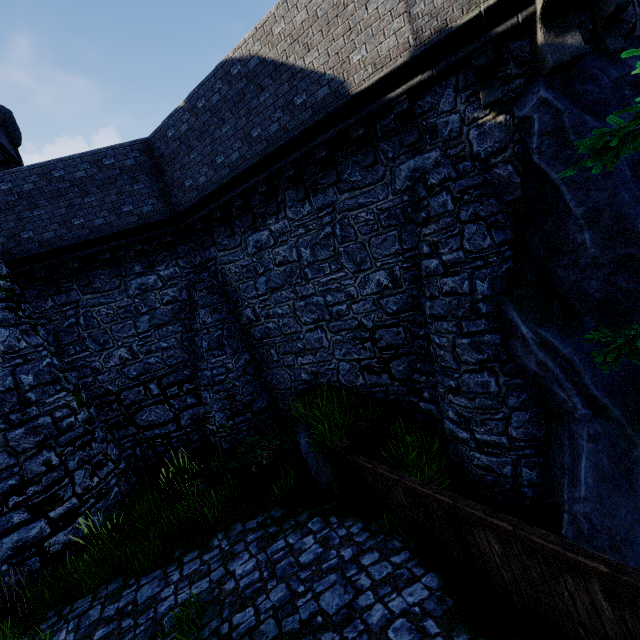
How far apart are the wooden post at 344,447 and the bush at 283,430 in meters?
2.0

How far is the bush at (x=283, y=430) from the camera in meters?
9.1 m

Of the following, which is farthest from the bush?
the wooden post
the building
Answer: the building

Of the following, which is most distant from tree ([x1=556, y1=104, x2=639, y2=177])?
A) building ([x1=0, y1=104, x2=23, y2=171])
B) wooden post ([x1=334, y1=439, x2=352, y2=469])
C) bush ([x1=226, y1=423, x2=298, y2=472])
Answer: building ([x1=0, y1=104, x2=23, y2=171])

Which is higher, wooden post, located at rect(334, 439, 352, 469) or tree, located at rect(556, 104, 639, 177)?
tree, located at rect(556, 104, 639, 177)

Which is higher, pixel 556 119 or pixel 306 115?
pixel 306 115

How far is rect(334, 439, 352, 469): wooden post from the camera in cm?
735

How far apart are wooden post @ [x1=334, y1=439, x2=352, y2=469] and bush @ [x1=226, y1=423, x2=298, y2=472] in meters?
2.0
